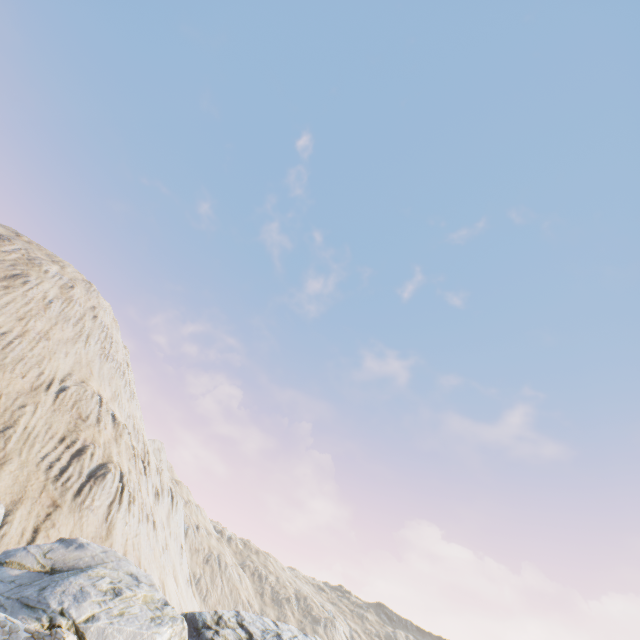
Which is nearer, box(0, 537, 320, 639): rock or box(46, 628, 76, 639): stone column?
box(46, 628, 76, 639): stone column

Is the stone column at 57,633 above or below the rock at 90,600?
below

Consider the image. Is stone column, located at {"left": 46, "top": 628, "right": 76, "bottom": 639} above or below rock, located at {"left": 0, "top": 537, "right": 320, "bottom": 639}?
below

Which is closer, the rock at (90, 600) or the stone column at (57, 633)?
the stone column at (57, 633)

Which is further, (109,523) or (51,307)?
(51,307)
